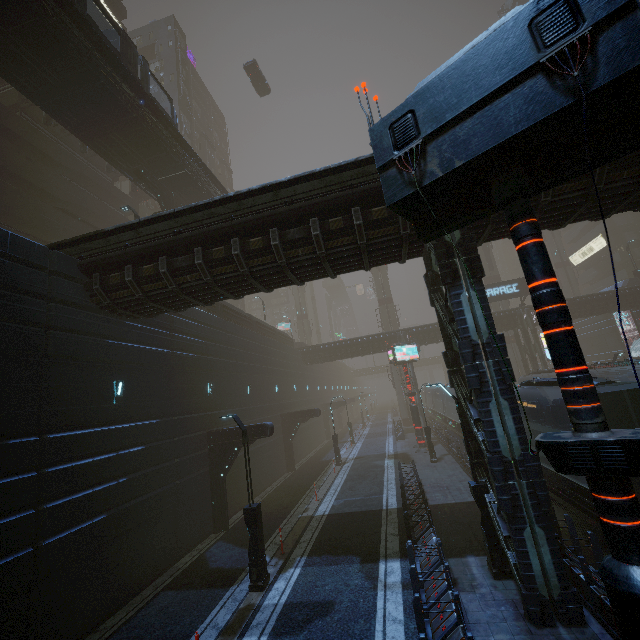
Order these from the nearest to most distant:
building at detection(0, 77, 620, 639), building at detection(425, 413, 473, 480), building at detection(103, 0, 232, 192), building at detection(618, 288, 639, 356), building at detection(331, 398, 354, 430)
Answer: building at detection(0, 77, 620, 639), building at detection(425, 413, 473, 480), building at detection(618, 288, 639, 356), building at detection(103, 0, 232, 192), building at detection(331, 398, 354, 430)

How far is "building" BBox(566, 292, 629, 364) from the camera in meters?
34.5 m

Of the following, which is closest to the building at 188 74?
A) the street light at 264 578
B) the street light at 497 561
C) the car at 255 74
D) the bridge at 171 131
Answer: the street light at 497 561

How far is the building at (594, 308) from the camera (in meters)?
34.53

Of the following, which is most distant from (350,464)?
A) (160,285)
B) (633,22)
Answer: (633,22)

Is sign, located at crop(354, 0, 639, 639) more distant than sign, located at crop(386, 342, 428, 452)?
No
